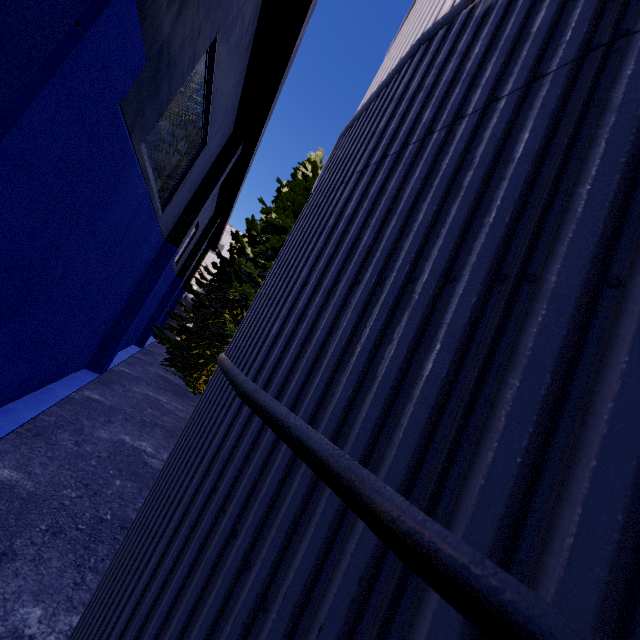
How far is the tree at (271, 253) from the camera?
14.08m

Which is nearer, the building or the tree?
the building

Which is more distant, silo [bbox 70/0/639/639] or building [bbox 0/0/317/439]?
building [bbox 0/0/317/439]

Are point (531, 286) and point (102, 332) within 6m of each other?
no

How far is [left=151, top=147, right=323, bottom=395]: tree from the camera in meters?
14.1 m

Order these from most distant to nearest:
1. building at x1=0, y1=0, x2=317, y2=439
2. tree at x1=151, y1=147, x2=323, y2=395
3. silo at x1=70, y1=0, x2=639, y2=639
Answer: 1. tree at x1=151, y1=147, x2=323, y2=395
2. building at x1=0, y1=0, x2=317, y2=439
3. silo at x1=70, y1=0, x2=639, y2=639

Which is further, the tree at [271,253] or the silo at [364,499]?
the tree at [271,253]

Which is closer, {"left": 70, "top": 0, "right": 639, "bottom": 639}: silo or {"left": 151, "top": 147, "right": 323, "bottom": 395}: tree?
{"left": 70, "top": 0, "right": 639, "bottom": 639}: silo
